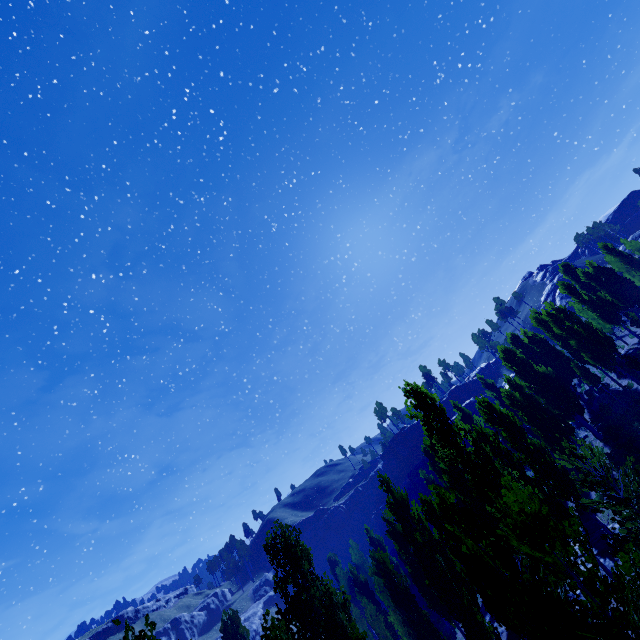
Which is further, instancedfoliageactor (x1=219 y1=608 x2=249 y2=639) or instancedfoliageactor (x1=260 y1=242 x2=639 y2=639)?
instancedfoliageactor (x1=219 y1=608 x2=249 y2=639)

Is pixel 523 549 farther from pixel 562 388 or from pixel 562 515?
pixel 562 388

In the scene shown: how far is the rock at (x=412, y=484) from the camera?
56.8m

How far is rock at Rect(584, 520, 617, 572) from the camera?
17.86m

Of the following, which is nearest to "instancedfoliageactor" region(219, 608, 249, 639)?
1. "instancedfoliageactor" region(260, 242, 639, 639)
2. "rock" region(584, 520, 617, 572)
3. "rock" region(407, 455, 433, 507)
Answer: "instancedfoliageactor" region(260, 242, 639, 639)

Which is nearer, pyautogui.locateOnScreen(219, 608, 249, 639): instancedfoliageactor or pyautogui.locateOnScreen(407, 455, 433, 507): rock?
pyautogui.locateOnScreen(219, 608, 249, 639): instancedfoliageactor

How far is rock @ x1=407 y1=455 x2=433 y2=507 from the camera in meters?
56.8

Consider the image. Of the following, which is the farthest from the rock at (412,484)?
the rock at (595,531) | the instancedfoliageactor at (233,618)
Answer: the rock at (595,531)
